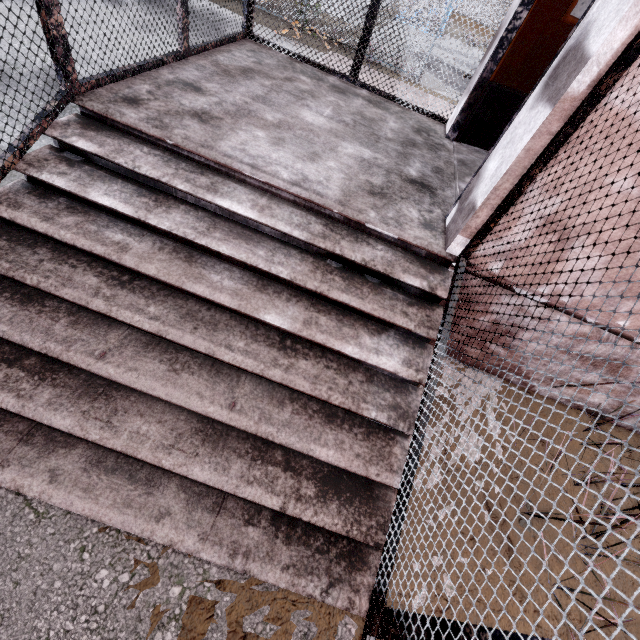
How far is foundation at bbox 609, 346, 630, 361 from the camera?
2.57m

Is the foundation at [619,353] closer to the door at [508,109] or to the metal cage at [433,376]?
the metal cage at [433,376]

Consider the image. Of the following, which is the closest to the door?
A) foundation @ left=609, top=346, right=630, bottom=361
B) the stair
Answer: the stair

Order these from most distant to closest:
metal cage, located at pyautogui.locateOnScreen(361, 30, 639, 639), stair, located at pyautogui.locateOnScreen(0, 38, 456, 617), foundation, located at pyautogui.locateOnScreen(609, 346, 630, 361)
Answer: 1. foundation, located at pyautogui.locateOnScreen(609, 346, 630, 361)
2. stair, located at pyautogui.locateOnScreen(0, 38, 456, 617)
3. metal cage, located at pyautogui.locateOnScreen(361, 30, 639, 639)

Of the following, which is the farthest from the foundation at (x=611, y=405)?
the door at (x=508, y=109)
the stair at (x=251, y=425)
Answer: the door at (x=508, y=109)

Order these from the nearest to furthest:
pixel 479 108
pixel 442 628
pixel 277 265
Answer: pixel 442 628 < pixel 277 265 < pixel 479 108

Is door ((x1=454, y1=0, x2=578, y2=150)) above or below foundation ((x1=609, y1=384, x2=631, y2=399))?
above
